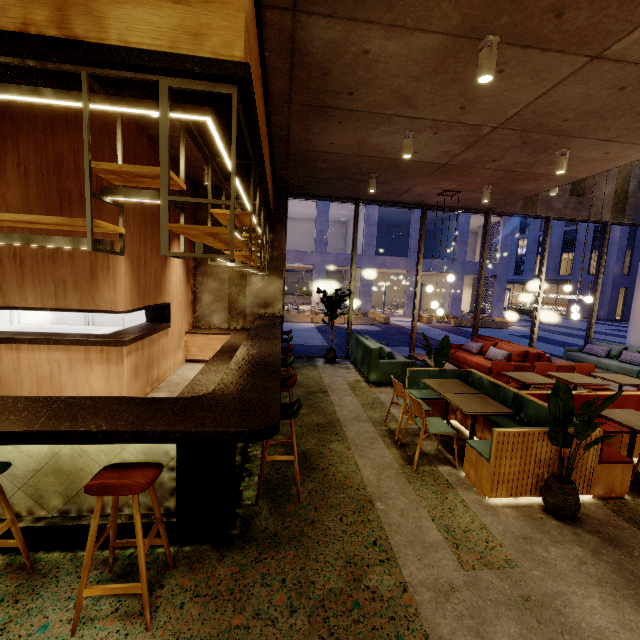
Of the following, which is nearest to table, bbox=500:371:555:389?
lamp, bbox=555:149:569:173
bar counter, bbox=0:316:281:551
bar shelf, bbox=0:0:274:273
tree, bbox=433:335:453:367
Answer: tree, bbox=433:335:453:367

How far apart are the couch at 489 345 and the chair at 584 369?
0.91m

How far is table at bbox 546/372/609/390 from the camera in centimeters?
542cm

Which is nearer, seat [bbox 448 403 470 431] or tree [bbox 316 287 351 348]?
seat [bbox 448 403 470 431]

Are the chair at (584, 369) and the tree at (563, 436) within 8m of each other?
yes

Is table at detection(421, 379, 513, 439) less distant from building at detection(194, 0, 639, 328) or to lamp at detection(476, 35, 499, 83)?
building at detection(194, 0, 639, 328)

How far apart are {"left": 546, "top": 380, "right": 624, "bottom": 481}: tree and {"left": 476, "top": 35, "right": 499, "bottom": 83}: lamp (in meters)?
3.06

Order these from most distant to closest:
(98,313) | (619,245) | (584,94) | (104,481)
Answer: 1. (619,245)
2. (98,313)
3. (584,94)
4. (104,481)
